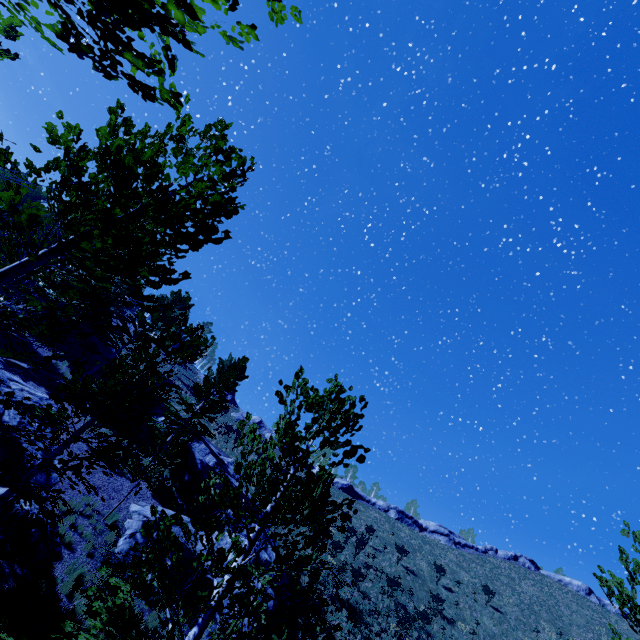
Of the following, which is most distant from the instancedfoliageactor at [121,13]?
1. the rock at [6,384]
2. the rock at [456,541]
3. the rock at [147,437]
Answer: the rock at [456,541]

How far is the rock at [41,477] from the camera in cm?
1268

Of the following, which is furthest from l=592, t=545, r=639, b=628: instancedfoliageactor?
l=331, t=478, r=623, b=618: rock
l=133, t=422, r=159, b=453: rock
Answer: l=331, t=478, r=623, b=618: rock

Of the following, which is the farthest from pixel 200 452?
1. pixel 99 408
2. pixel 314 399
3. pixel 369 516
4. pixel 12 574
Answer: pixel 369 516

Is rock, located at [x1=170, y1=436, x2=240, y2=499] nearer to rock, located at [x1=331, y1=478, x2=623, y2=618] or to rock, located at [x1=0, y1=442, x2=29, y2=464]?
rock, located at [x1=0, y1=442, x2=29, y2=464]

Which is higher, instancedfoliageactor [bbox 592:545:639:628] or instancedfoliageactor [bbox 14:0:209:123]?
instancedfoliageactor [bbox 592:545:639:628]

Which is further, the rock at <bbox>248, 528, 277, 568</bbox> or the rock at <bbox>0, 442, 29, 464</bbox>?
the rock at <bbox>248, 528, 277, 568</bbox>
